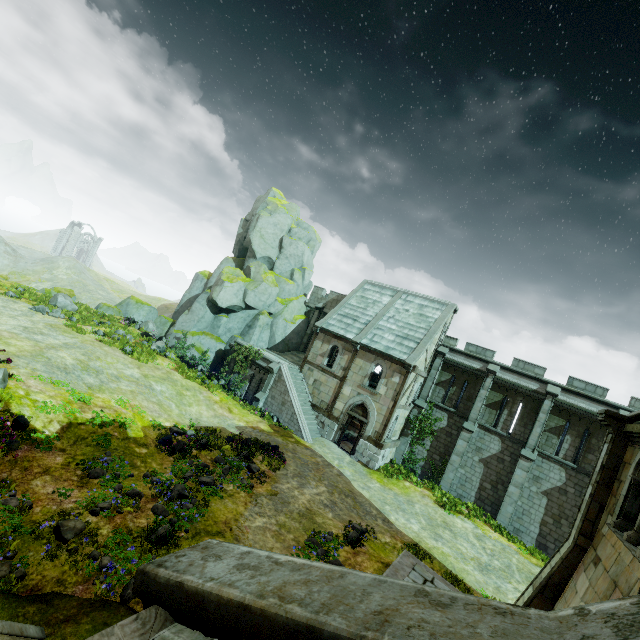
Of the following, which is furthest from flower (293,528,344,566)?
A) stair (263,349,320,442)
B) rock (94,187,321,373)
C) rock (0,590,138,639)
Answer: rock (94,187,321,373)

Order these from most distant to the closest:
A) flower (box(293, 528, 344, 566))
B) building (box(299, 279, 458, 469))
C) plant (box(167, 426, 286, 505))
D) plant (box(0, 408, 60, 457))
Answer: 1. building (box(299, 279, 458, 469))
2. plant (box(167, 426, 286, 505))
3. flower (box(293, 528, 344, 566))
4. plant (box(0, 408, 60, 457))

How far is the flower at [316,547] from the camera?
10.3 meters

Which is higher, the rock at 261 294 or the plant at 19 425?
the rock at 261 294

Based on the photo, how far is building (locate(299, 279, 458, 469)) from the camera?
22.1m

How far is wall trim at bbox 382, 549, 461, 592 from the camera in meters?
9.7

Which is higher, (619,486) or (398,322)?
(398,322)

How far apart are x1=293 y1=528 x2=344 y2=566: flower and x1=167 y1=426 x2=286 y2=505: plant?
2.7 meters
